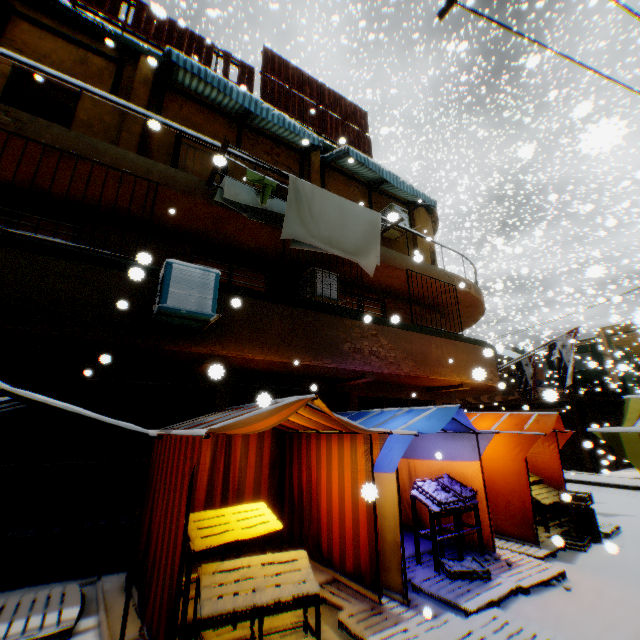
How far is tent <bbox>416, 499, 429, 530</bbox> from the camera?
6.83m

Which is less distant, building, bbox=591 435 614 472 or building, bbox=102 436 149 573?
building, bbox=102 436 149 573

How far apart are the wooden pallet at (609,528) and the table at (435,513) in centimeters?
342cm

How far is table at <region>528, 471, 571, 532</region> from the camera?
7.1m

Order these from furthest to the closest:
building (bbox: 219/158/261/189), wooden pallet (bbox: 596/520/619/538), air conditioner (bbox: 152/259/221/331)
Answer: building (bbox: 219/158/261/189) < wooden pallet (bbox: 596/520/619/538) < air conditioner (bbox: 152/259/221/331)

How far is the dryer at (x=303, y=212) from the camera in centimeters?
585cm

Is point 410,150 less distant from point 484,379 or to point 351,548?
point 484,379

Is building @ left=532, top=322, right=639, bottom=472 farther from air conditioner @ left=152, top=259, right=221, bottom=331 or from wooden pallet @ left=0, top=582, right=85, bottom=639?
wooden pallet @ left=0, top=582, right=85, bottom=639
